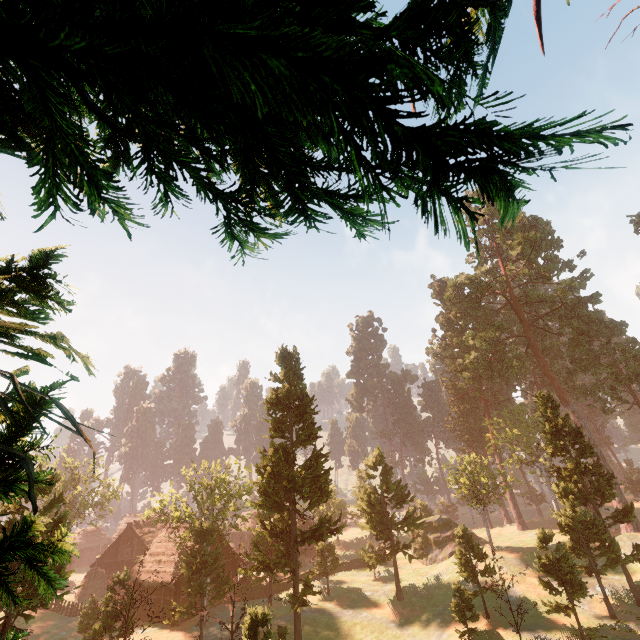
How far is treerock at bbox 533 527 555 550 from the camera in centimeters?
2266cm

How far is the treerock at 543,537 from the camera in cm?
2266

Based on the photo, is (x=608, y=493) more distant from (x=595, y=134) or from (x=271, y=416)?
(x=595, y=134)

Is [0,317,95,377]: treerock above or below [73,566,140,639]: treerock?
above

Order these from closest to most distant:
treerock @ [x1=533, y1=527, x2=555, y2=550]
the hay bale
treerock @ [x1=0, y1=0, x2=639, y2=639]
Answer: treerock @ [x1=0, y1=0, x2=639, y2=639] < treerock @ [x1=533, y1=527, x2=555, y2=550] < the hay bale

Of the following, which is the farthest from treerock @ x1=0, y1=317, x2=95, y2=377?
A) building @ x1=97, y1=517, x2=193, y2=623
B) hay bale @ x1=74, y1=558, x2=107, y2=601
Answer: hay bale @ x1=74, y1=558, x2=107, y2=601

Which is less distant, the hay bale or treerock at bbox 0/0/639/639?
treerock at bbox 0/0/639/639

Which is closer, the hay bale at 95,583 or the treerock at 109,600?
the treerock at 109,600
